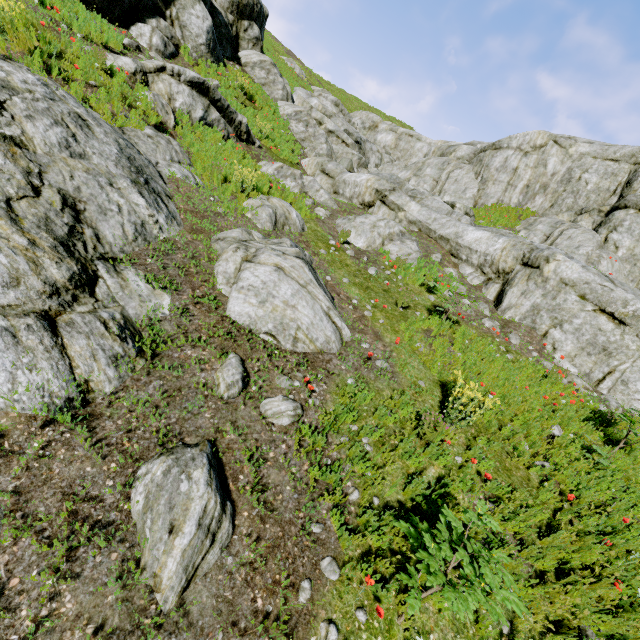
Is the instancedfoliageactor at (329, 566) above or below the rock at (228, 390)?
below

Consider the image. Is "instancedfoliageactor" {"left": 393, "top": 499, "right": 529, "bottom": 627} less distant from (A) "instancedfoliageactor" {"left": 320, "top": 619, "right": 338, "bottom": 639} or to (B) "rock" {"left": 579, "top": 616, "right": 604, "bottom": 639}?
(B) "rock" {"left": 579, "top": 616, "right": 604, "bottom": 639}

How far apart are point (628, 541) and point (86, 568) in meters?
6.4 m

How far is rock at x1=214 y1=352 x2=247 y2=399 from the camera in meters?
4.1

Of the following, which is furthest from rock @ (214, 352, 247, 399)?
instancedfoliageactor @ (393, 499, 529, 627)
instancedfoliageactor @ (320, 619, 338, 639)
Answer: instancedfoliageactor @ (320, 619, 338, 639)

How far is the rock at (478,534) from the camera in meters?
3.7

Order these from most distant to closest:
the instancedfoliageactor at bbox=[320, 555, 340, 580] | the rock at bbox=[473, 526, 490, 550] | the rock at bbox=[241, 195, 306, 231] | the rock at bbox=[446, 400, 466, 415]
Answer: the rock at bbox=[241, 195, 306, 231], the rock at bbox=[446, 400, 466, 415], the rock at bbox=[473, 526, 490, 550], the instancedfoliageactor at bbox=[320, 555, 340, 580]

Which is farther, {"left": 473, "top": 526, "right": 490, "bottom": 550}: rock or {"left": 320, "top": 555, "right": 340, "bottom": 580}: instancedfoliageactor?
{"left": 473, "top": 526, "right": 490, "bottom": 550}: rock
